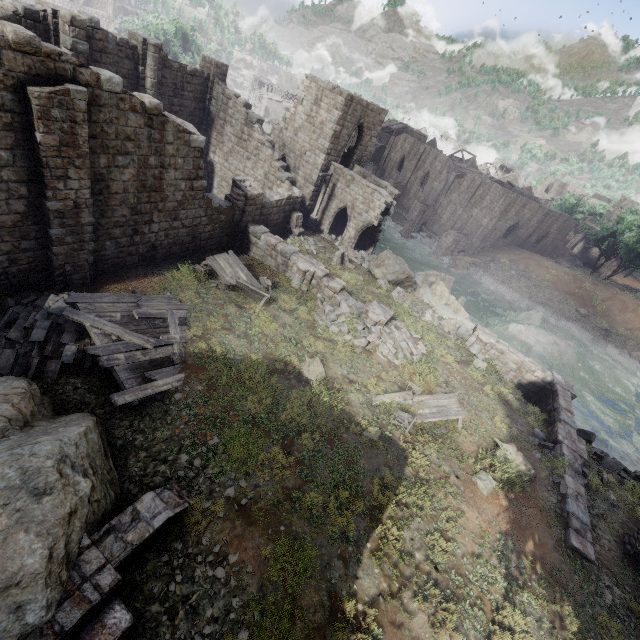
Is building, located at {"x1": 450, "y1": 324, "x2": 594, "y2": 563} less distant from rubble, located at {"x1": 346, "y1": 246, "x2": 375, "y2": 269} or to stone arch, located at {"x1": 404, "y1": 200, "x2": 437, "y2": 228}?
rubble, located at {"x1": 346, "y1": 246, "x2": 375, "y2": 269}

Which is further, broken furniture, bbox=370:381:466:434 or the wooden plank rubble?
broken furniture, bbox=370:381:466:434

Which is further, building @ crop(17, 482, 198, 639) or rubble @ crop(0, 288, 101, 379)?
rubble @ crop(0, 288, 101, 379)

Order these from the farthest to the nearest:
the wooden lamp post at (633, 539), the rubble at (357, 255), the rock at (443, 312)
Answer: the rubble at (357, 255), the rock at (443, 312), the wooden lamp post at (633, 539)

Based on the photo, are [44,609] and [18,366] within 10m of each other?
yes

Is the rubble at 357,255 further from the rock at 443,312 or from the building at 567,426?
the building at 567,426

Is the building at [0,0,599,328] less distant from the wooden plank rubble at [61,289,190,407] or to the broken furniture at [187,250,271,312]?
the broken furniture at [187,250,271,312]

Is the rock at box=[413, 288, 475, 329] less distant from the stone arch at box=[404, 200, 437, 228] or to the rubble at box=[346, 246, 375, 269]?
the rubble at box=[346, 246, 375, 269]
